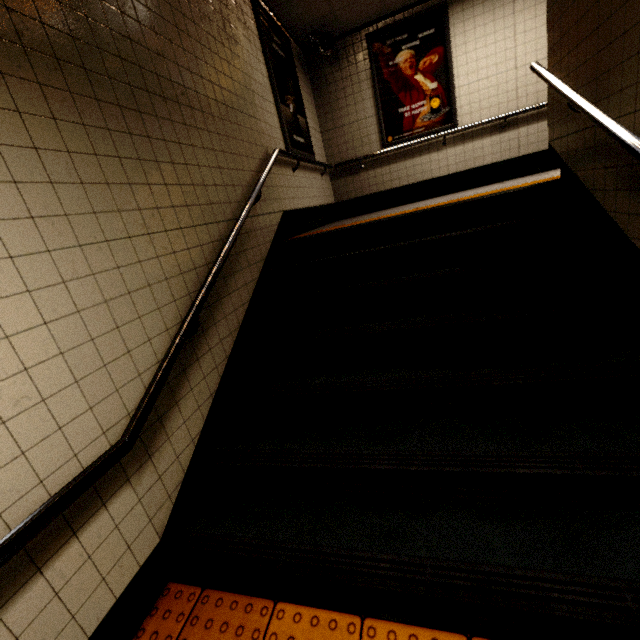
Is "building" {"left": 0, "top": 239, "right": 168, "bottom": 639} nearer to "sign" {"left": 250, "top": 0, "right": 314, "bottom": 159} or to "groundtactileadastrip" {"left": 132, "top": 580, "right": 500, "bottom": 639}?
"groundtactileadastrip" {"left": 132, "top": 580, "right": 500, "bottom": 639}

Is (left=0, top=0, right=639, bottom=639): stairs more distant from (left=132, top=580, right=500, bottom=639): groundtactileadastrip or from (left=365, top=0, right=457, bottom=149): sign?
(left=365, top=0, right=457, bottom=149): sign

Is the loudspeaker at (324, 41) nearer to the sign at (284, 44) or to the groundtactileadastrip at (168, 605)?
the sign at (284, 44)

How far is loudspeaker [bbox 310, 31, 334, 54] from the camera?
5.13m

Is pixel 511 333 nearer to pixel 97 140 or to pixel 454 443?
pixel 454 443

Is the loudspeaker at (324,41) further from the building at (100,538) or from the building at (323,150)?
the building at (100,538)

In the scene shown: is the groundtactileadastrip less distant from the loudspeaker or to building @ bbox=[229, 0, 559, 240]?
building @ bbox=[229, 0, 559, 240]

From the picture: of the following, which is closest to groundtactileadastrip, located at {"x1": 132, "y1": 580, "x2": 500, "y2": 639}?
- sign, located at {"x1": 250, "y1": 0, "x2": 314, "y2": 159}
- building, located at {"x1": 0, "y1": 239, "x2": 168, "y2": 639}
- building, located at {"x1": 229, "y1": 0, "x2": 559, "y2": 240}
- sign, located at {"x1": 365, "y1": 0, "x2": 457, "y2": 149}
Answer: building, located at {"x1": 0, "y1": 239, "x2": 168, "y2": 639}
